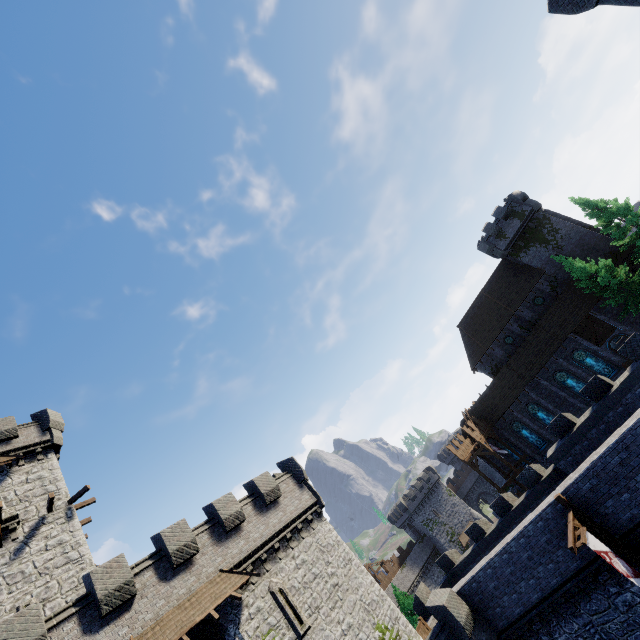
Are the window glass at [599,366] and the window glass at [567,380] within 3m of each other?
yes

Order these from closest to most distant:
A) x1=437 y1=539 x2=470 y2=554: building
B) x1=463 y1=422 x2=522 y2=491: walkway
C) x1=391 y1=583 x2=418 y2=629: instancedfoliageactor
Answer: x1=391 y1=583 x2=418 y2=629: instancedfoliageactor, x1=463 y1=422 x2=522 y2=491: walkway, x1=437 y1=539 x2=470 y2=554: building

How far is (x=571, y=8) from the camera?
13.77m

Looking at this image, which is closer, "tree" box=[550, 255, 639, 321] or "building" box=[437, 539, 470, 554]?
"tree" box=[550, 255, 639, 321]

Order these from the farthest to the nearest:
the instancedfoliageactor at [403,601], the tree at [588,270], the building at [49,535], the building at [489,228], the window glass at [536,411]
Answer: the window glass at [536,411] < the building at [489,228] < the instancedfoliageactor at [403,601] < the tree at [588,270] < the building at [49,535]

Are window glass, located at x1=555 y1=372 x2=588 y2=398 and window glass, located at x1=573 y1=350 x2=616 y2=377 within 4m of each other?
yes

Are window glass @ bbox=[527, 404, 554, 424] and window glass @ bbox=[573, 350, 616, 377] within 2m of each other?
no

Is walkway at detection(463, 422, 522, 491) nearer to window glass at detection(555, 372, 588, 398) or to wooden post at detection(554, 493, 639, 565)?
window glass at detection(555, 372, 588, 398)
